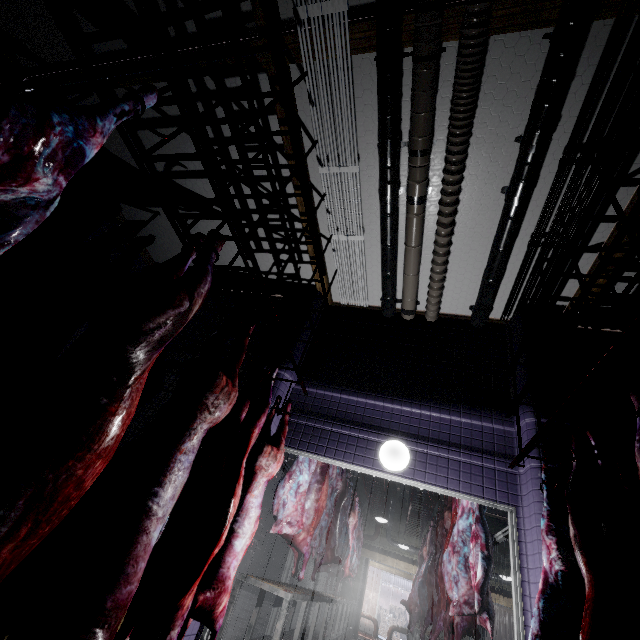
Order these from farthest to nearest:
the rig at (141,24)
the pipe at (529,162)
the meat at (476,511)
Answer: the meat at (476,511)
the pipe at (529,162)
the rig at (141,24)

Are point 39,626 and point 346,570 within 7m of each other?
no

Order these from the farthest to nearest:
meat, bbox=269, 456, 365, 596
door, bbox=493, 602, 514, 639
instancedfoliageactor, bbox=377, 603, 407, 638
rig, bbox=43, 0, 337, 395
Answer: instancedfoliageactor, bbox=377, 603, 407, 638 < door, bbox=493, 602, 514, 639 < meat, bbox=269, 456, 365, 596 < rig, bbox=43, 0, 337, 395

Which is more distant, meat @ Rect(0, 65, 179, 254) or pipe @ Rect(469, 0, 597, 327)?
pipe @ Rect(469, 0, 597, 327)

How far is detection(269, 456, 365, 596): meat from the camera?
3.59m

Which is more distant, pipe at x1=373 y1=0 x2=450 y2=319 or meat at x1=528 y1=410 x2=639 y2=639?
pipe at x1=373 y1=0 x2=450 y2=319

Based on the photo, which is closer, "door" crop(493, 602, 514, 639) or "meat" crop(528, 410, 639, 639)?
"meat" crop(528, 410, 639, 639)

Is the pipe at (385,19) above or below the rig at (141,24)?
above
